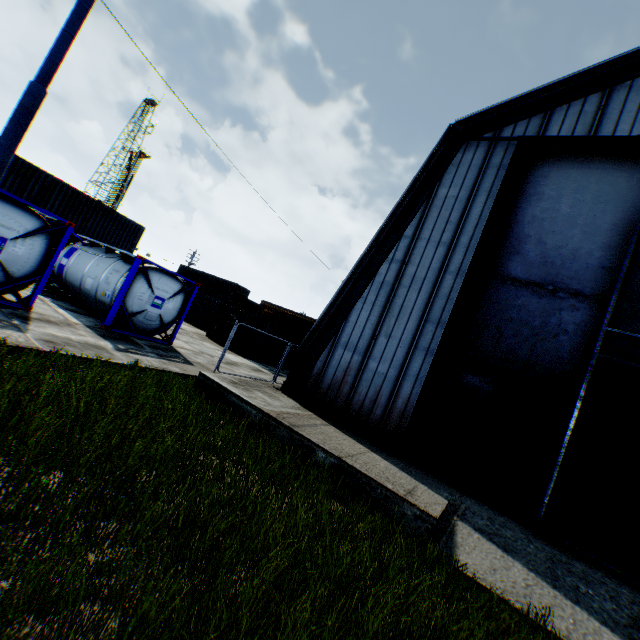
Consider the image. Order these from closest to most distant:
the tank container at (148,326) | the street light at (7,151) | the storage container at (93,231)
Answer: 1. the street light at (7,151)
2. the tank container at (148,326)
3. the storage container at (93,231)

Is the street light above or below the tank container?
above

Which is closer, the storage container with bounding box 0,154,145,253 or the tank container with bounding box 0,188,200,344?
the tank container with bounding box 0,188,200,344

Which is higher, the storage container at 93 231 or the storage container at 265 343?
the storage container at 93 231

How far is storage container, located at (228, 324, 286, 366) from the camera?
21.70m

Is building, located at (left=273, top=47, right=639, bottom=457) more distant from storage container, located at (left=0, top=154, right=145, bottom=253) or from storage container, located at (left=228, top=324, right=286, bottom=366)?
storage container, located at (left=0, top=154, right=145, bottom=253)

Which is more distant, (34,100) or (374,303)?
(374,303)

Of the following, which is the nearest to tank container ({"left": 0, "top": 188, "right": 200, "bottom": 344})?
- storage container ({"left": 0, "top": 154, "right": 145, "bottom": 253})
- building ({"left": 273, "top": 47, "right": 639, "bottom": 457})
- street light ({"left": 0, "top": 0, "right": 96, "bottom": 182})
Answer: street light ({"left": 0, "top": 0, "right": 96, "bottom": 182})
